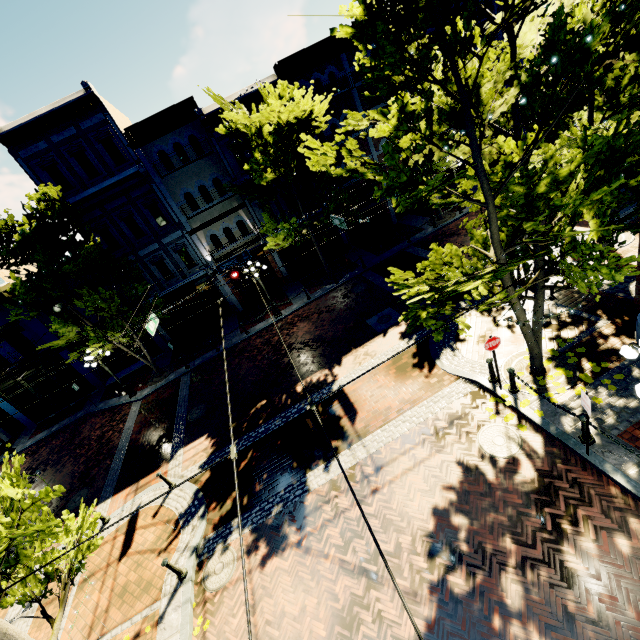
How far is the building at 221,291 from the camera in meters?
21.9

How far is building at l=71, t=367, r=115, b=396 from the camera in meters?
21.5 m

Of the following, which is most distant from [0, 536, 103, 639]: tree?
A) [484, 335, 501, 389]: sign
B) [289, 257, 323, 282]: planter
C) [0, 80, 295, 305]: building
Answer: [289, 257, 323, 282]: planter

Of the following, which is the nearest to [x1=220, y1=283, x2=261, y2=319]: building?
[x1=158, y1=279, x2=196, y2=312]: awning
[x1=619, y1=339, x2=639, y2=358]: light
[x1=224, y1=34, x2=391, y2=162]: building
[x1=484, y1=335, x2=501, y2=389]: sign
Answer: [x1=158, y1=279, x2=196, y2=312]: awning

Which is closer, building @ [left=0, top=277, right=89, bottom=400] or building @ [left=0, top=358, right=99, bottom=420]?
building @ [left=0, top=277, right=89, bottom=400]

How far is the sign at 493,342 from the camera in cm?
832

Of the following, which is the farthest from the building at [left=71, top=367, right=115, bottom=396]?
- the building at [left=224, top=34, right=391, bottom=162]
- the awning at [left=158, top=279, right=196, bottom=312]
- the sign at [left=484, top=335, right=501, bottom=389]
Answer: the sign at [left=484, top=335, right=501, bottom=389]

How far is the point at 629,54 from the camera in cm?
342
